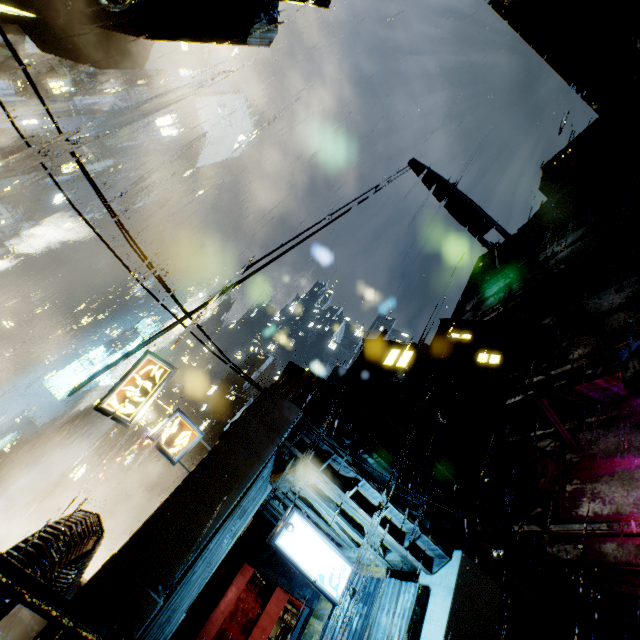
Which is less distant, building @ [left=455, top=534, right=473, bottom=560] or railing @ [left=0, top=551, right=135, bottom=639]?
railing @ [left=0, top=551, right=135, bottom=639]

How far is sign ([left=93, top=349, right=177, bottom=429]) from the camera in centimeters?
1000cm

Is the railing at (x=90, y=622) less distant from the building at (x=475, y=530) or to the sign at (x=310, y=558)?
the building at (x=475, y=530)

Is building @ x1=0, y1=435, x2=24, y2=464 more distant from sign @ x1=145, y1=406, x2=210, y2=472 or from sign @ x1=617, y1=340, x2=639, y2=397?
sign @ x1=617, y1=340, x2=639, y2=397

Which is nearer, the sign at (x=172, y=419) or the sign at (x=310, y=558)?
the sign at (x=310, y=558)

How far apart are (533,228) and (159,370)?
43.8 meters

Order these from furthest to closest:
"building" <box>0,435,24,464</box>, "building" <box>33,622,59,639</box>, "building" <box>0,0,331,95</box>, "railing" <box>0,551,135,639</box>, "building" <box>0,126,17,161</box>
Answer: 1. "building" <box>0,126,17,161</box>
2. "building" <box>0,435,24,464</box>
3. "building" <box>0,0,331,95</box>
4. "building" <box>33,622,59,639</box>
5. "railing" <box>0,551,135,639</box>
